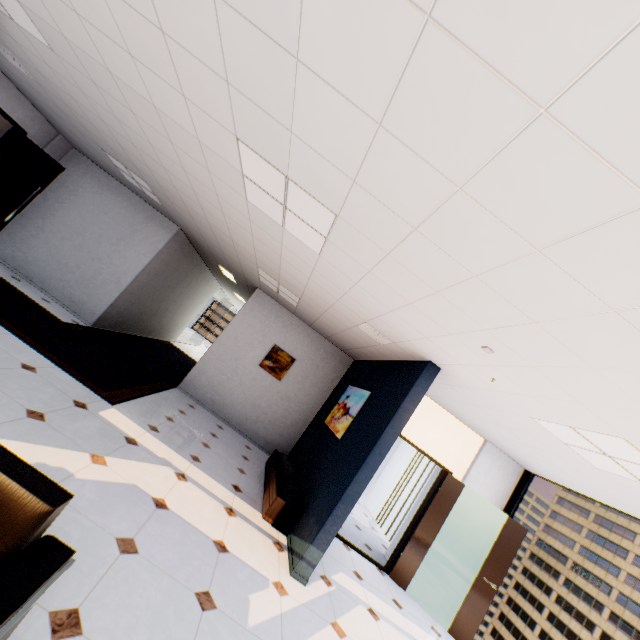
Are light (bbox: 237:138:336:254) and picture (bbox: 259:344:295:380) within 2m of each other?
no

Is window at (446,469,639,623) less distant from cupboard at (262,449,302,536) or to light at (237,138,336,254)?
cupboard at (262,449,302,536)

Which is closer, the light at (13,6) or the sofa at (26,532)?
the sofa at (26,532)

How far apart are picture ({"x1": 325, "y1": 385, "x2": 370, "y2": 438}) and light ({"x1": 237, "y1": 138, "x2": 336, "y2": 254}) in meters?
2.8

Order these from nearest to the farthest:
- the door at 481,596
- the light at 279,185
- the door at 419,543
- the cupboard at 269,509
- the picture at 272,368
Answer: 1. the light at 279,185
2. the cupboard at 269,509
3. the door at 481,596
4. the door at 419,543
5. the picture at 272,368

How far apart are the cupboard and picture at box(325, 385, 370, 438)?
1.01m

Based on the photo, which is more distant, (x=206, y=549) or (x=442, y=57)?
(x=206, y=549)

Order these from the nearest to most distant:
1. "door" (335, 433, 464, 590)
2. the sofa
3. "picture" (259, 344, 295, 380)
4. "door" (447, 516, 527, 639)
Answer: the sofa, "door" (447, 516, 527, 639), "door" (335, 433, 464, 590), "picture" (259, 344, 295, 380)
